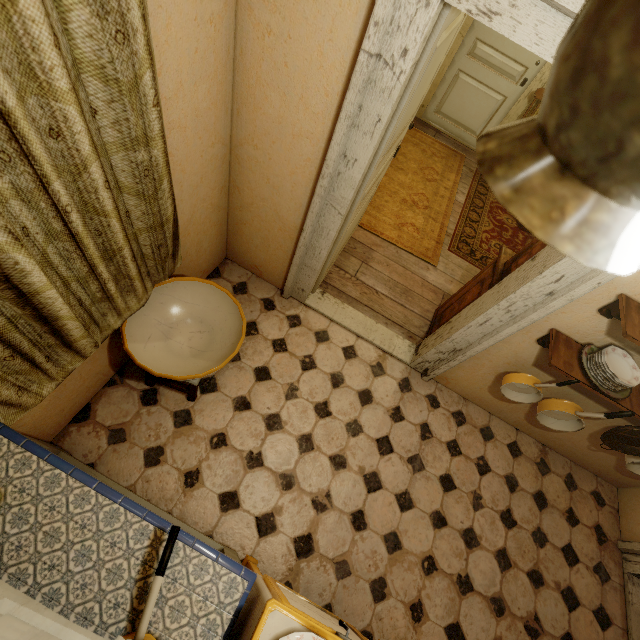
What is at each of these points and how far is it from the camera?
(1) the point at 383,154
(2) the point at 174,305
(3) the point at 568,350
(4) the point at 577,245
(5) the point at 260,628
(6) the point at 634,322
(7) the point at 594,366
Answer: (1) door, 1.95m
(2) basin, 2.12m
(3) shelf, 1.89m
(4) ceiling light, 0.27m
(5) stove, 1.02m
(6) shelf, 1.53m
(7) plate, 1.79m

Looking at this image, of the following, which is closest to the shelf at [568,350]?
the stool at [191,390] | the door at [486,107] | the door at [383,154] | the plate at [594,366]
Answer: the plate at [594,366]

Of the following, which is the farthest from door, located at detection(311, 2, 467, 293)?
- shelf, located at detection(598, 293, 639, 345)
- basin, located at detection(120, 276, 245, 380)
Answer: shelf, located at detection(598, 293, 639, 345)

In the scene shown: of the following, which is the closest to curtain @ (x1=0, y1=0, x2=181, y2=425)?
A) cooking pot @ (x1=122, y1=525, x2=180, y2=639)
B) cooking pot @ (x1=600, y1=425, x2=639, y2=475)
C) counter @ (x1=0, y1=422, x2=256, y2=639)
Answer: counter @ (x1=0, y1=422, x2=256, y2=639)

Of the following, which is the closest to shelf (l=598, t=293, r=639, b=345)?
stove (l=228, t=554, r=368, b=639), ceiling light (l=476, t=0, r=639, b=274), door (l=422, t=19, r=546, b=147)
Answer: ceiling light (l=476, t=0, r=639, b=274)

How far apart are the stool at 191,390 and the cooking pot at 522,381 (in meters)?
1.96

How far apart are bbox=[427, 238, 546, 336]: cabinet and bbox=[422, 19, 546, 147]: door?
3.5m

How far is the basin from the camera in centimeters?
186cm
